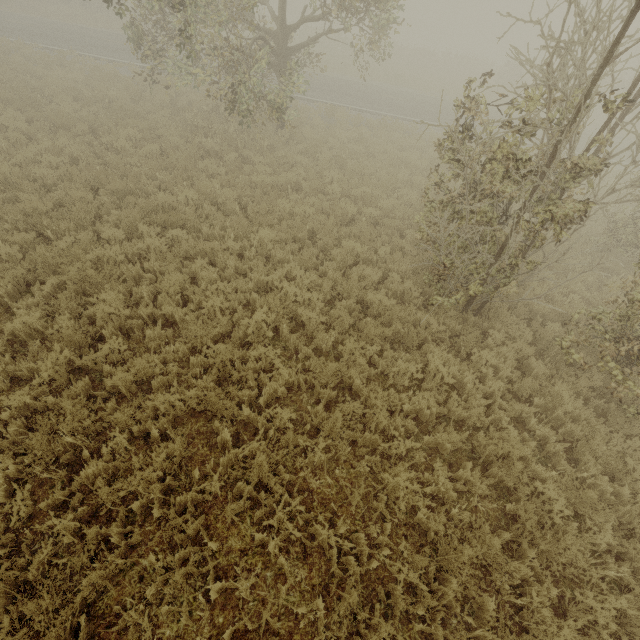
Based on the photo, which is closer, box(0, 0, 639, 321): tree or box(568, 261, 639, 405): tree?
box(0, 0, 639, 321): tree

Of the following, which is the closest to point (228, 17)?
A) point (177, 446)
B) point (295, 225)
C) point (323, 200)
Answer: point (323, 200)

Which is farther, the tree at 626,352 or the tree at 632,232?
the tree at 626,352
